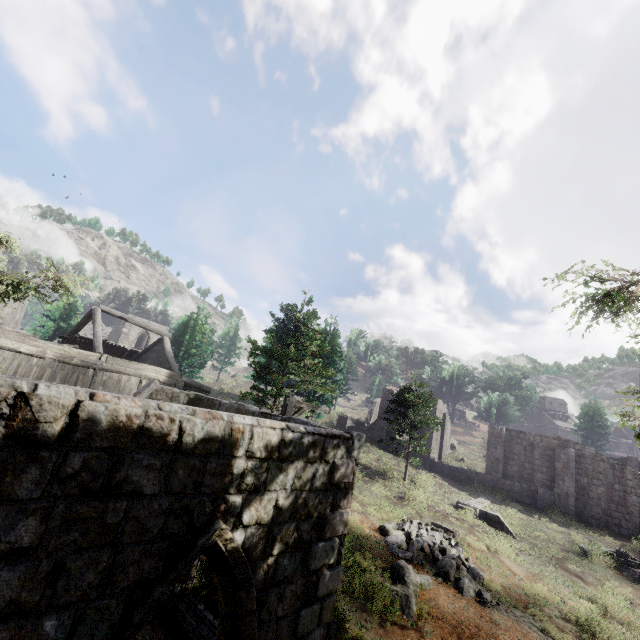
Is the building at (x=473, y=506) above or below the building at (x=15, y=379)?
below

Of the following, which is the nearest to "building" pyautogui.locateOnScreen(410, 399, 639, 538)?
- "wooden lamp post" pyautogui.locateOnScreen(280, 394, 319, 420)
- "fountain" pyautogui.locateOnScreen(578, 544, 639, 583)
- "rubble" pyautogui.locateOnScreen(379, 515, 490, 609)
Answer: "wooden lamp post" pyautogui.locateOnScreen(280, 394, 319, 420)

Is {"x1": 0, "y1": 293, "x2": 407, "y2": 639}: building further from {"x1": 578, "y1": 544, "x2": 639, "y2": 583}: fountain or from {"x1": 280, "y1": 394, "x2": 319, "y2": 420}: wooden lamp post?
{"x1": 578, "y1": 544, "x2": 639, "y2": 583}: fountain

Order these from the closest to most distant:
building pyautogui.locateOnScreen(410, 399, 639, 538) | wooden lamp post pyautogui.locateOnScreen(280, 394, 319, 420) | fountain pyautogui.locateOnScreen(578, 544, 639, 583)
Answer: wooden lamp post pyautogui.locateOnScreen(280, 394, 319, 420) < fountain pyautogui.locateOnScreen(578, 544, 639, 583) < building pyautogui.locateOnScreen(410, 399, 639, 538)

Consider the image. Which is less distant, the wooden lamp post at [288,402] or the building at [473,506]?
the wooden lamp post at [288,402]

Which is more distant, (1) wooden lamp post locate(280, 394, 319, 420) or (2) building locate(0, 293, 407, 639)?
(1) wooden lamp post locate(280, 394, 319, 420)

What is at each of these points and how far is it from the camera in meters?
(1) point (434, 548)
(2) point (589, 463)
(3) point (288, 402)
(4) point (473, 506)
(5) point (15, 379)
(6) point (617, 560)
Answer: (1) rubble, 13.0
(2) building, 25.4
(3) wooden lamp post, 10.8
(4) building, 20.5
(5) building, 2.5
(6) fountain, 18.4

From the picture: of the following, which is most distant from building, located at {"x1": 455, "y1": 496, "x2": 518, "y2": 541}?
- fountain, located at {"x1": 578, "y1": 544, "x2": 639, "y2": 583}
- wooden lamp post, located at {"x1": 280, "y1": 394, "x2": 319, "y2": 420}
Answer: fountain, located at {"x1": 578, "y1": 544, "x2": 639, "y2": 583}
